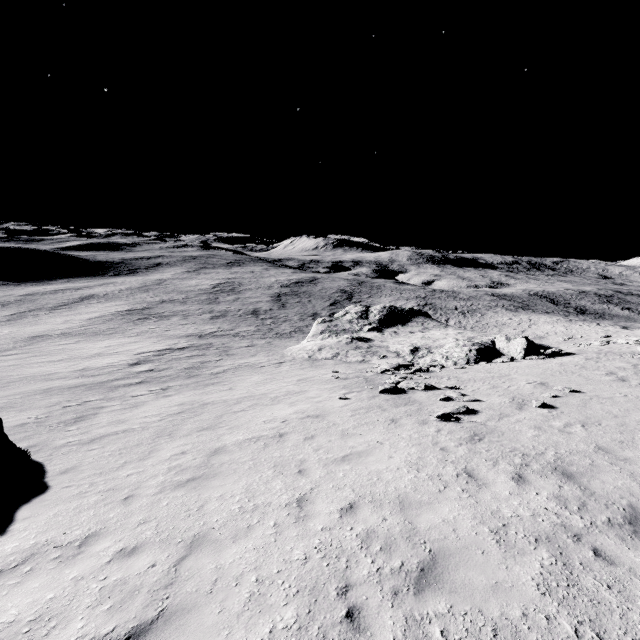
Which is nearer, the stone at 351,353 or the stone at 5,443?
the stone at 5,443

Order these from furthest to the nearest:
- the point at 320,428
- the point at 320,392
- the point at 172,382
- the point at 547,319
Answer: the point at 547,319 → the point at 172,382 → the point at 320,392 → the point at 320,428

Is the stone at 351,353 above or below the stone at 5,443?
below

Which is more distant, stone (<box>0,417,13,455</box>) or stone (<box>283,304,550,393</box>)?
stone (<box>283,304,550,393</box>)

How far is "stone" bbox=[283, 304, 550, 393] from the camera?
25.2m

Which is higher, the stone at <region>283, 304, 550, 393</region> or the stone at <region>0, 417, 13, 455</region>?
the stone at <region>0, 417, 13, 455</region>
